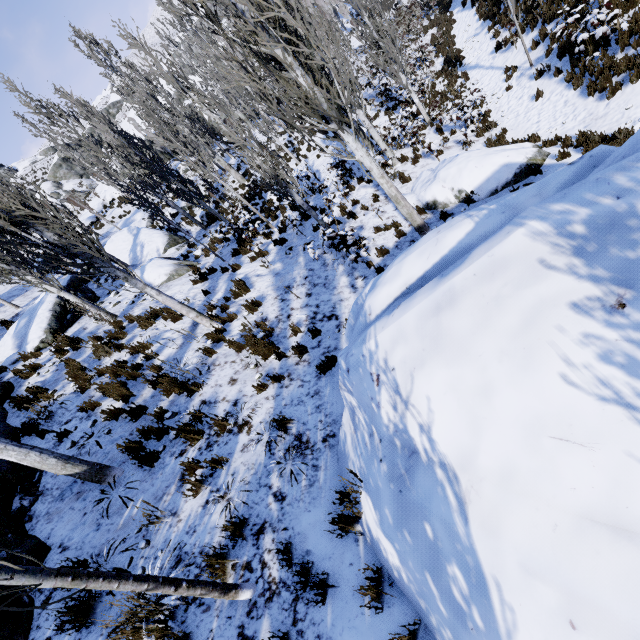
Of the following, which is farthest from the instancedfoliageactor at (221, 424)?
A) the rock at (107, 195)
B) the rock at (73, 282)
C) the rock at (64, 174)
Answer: the rock at (64, 174)

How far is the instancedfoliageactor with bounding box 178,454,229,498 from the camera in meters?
4.5 m

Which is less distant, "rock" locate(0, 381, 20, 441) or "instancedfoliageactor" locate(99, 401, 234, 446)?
"instancedfoliageactor" locate(99, 401, 234, 446)

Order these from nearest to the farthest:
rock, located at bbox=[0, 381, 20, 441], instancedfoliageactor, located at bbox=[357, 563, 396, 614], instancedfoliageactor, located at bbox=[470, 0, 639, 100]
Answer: instancedfoliageactor, located at bbox=[357, 563, 396, 614]
rock, located at bbox=[0, 381, 20, 441]
instancedfoliageactor, located at bbox=[470, 0, 639, 100]

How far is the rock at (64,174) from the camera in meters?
45.3

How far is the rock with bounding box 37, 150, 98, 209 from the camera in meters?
45.3

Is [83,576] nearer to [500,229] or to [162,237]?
[500,229]
